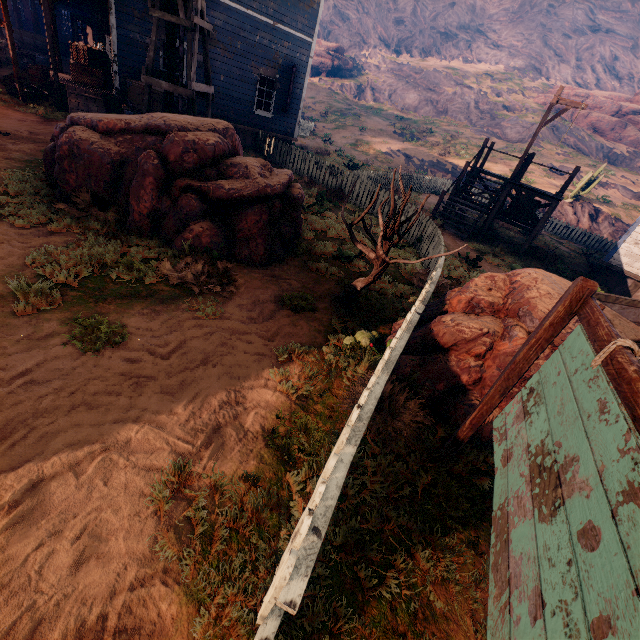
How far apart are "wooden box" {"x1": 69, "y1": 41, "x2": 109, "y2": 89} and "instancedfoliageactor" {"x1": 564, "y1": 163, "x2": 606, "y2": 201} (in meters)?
27.85

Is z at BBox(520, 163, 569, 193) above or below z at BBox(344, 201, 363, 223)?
above

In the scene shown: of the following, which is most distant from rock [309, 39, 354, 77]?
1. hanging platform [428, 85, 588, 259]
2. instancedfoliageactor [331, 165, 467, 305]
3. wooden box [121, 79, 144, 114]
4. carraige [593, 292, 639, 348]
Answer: carraige [593, 292, 639, 348]

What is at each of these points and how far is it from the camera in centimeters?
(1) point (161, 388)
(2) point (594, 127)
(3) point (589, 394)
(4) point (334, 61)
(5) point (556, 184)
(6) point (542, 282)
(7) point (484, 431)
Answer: (1) z, 349cm
(2) rock, 3794cm
(3) sign, 182cm
(4) rock, 4534cm
(5) z, 2680cm
(6) instancedfoliageactor, 434cm
(7) instancedfoliageactor, 387cm

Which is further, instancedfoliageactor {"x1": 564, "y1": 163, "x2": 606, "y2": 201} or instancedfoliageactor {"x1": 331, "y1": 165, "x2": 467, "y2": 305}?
instancedfoliageactor {"x1": 564, "y1": 163, "x2": 606, "y2": 201}

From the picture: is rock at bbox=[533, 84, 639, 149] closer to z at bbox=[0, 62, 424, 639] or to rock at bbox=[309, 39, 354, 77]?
z at bbox=[0, 62, 424, 639]

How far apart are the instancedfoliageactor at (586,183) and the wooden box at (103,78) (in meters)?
27.85

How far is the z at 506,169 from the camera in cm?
2810
